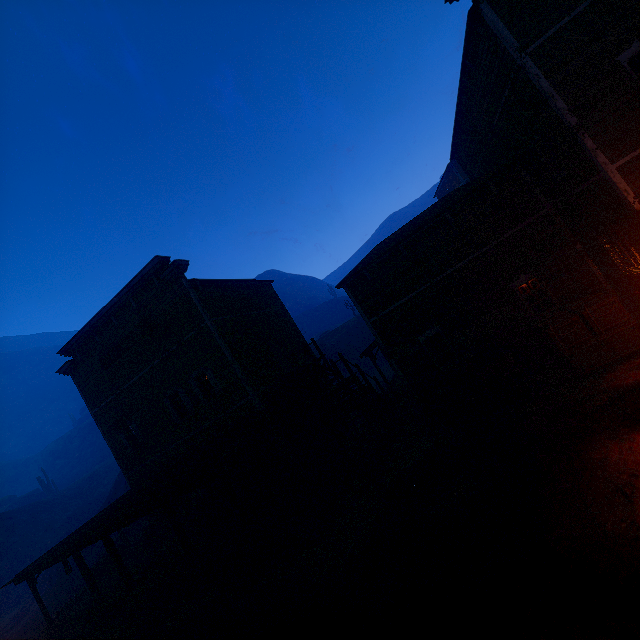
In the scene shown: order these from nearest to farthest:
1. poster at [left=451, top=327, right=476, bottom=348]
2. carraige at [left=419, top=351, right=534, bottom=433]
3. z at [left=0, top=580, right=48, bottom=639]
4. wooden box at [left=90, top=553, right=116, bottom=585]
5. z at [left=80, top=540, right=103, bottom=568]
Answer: carraige at [left=419, top=351, right=534, bottom=433] → poster at [left=451, top=327, right=476, bottom=348] → wooden box at [left=90, top=553, right=116, bottom=585] → z at [left=0, top=580, right=48, bottom=639] → z at [left=80, top=540, right=103, bottom=568]

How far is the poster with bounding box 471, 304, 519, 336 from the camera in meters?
12.3

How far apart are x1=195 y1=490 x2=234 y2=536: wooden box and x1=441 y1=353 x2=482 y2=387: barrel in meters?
10.6 m

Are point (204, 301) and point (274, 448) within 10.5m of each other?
yes

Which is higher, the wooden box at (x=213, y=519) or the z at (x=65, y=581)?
the wooden box at (x=213, y=519)

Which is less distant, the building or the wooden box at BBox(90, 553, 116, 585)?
the building

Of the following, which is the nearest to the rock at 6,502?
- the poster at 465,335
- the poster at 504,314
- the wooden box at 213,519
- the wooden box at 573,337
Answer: the wooden box at 213,519

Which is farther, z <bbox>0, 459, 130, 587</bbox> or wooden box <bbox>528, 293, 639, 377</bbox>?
z <bbox>0, 459, 130, 587</bbox>
